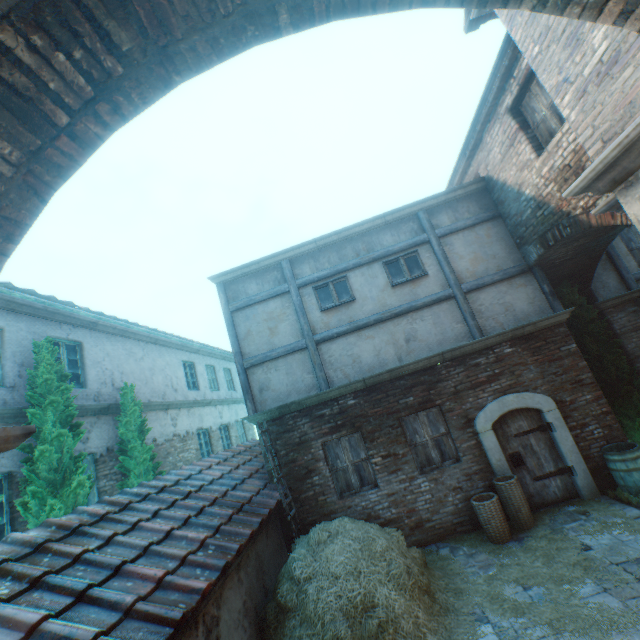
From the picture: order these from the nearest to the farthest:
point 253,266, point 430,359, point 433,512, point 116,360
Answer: point 433,512
point 430,359
point 253,266
point 116,360

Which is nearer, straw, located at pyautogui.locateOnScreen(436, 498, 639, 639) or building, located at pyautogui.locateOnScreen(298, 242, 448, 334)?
straw, located at pyautogui.locateOnScreen(436, 498, 639, 639)

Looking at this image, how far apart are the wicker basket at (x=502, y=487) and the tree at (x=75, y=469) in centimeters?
758cm

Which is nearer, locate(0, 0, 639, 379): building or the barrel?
locate(0, 0, 639, 379): building

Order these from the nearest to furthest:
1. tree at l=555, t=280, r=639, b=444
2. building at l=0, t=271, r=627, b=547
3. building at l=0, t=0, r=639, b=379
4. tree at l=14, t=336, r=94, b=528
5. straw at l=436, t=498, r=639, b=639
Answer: building at l=0, t=0, r=639, b=379 < straw at l=436, t=498, r=639, b=639 < tree at l=14, t=336, r=94, b=528 < building at l=0, t=271, r=627, b=547 < tree at l=555, t=280, r=639, b=444

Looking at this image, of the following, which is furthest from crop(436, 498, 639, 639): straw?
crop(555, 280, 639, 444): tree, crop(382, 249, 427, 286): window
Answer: crop(382, 249, 427, 286): window

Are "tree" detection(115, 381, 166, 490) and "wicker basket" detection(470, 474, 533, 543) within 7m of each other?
no

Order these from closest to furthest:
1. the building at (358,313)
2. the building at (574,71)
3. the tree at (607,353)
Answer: the building at (574,71), the tree at (607,353), the building at (358,313)
